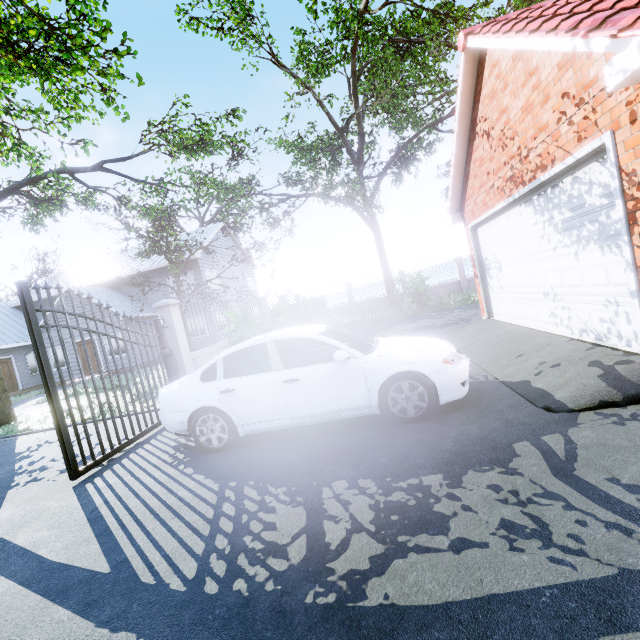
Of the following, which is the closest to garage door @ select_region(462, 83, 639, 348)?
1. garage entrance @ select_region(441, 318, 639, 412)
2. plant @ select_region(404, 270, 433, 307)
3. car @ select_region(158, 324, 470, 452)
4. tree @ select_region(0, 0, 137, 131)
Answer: Result: garage entrance @ select_region(441, 318, 639, 412)

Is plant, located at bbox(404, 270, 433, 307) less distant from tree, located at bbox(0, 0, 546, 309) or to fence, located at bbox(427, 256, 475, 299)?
fence, located at bbox(427, 256, 475, 299)

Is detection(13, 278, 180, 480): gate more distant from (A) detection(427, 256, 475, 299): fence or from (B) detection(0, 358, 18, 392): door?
(B) detection(0, 358, 18, 392): door

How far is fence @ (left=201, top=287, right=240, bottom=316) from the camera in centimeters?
942cm

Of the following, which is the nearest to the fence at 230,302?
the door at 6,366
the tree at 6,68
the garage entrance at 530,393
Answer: the tree at 6,68

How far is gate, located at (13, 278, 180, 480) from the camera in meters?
4.5 m

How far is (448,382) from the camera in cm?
400

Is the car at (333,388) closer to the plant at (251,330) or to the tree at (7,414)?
the plant at (251,330)
